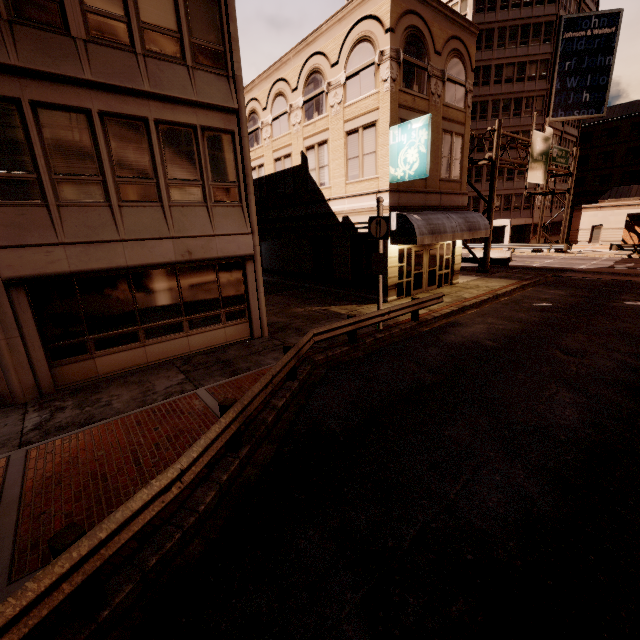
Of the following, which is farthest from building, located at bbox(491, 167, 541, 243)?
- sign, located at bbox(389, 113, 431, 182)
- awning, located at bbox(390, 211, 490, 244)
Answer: sign, located at bbox(389, 113, 431, 182)

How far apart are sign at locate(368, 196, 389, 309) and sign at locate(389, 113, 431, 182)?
3.5 meters

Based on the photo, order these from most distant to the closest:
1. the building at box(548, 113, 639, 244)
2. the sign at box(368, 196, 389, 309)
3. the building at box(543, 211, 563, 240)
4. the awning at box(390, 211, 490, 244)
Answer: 1. the building at box(543, 211, 563, 240)
2. the building at box(548, 113, 639, 244)
3. the awning at box(390, 211, 490, 244)
4. the sign at box(368, 196, 389, 309)

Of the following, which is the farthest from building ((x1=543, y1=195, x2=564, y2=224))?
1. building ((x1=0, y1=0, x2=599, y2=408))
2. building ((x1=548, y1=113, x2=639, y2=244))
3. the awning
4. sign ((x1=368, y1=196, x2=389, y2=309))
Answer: sign ((x1=368, y1=196, x2=389, y2=309))

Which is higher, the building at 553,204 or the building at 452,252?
the building at 553,204

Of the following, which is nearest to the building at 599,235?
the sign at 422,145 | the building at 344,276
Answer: the building at 344,276

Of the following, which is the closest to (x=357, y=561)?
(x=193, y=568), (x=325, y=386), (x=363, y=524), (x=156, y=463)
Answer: (x=363, y=524)

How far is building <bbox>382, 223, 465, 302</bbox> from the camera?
16.11m
